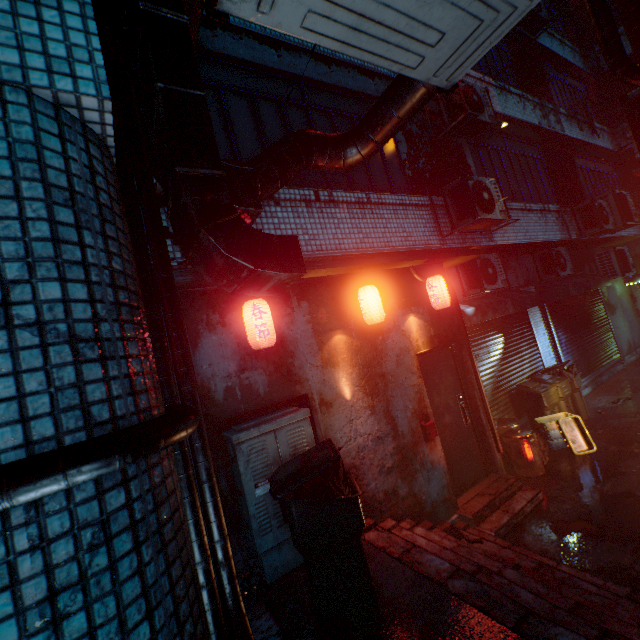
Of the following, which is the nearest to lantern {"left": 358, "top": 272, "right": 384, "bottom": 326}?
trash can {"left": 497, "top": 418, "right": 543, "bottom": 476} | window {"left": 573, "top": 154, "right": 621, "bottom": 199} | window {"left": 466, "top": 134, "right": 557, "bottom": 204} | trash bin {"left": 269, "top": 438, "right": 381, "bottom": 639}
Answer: trash bin {"left": 269, "top": 438, "right": 381, "bottom": 639}

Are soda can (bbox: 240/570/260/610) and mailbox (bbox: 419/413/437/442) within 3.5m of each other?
yes

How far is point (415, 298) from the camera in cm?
469

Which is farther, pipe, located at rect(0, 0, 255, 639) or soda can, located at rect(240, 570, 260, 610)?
soda can, located at rect(240, 570, 260, 610)

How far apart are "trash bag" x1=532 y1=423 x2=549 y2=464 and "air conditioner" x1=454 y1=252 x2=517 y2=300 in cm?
253

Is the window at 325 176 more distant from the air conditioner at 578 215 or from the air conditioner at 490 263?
the air conditioner at 578 215

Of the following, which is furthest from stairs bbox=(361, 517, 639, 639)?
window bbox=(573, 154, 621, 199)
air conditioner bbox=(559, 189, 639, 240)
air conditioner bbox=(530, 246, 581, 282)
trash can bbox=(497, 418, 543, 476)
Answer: window bbox=(573, 154, 621, 199)

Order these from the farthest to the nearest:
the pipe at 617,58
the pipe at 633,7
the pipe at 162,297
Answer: the pipe at 633,7 < the pipe at 617,58 < the pipe at 162,297
